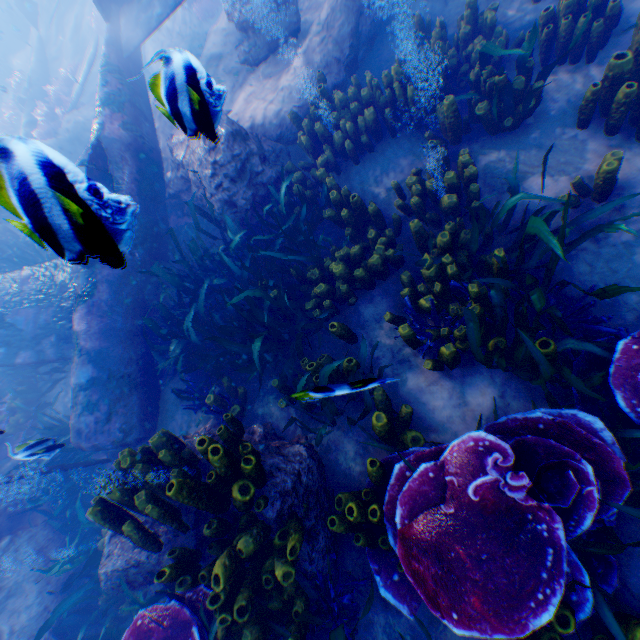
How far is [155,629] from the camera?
2.8m

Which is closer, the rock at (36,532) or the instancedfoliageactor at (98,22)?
the rock at (36,532)

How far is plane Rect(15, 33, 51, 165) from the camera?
0.84m

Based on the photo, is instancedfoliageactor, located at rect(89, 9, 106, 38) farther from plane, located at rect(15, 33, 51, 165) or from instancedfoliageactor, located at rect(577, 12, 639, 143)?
plane, located at rect(15, 33, 51, 165)

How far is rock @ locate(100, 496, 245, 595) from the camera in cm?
321

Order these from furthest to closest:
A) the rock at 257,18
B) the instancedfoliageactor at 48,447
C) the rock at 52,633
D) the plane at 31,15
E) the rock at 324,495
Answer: the plane at 31,15 < the instancedfoliageactor at 48,447 < the rock at 52,633 < the rock at 324,495 < the rock at 257,18

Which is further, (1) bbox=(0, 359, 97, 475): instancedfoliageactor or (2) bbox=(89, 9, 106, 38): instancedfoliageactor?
(2) bbox=(89, 9, 106, 38): instancedfoliageactor

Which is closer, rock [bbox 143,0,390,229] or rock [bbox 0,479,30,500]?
rock [bbox 143,0,390,229]
